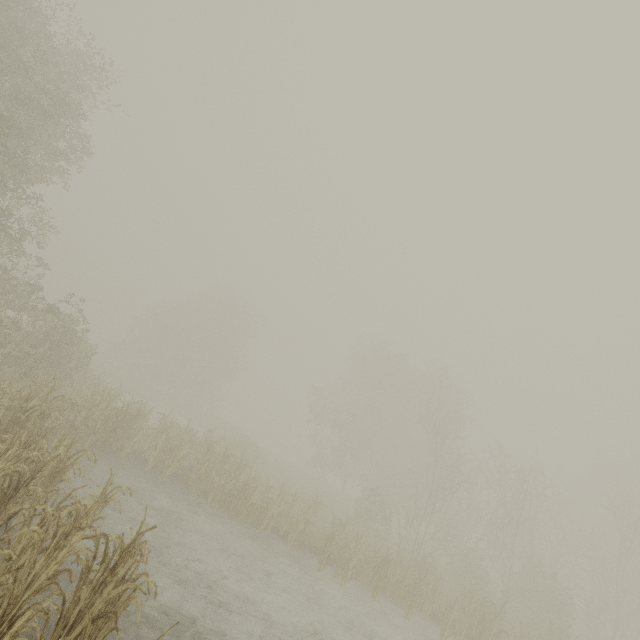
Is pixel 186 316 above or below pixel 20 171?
above
